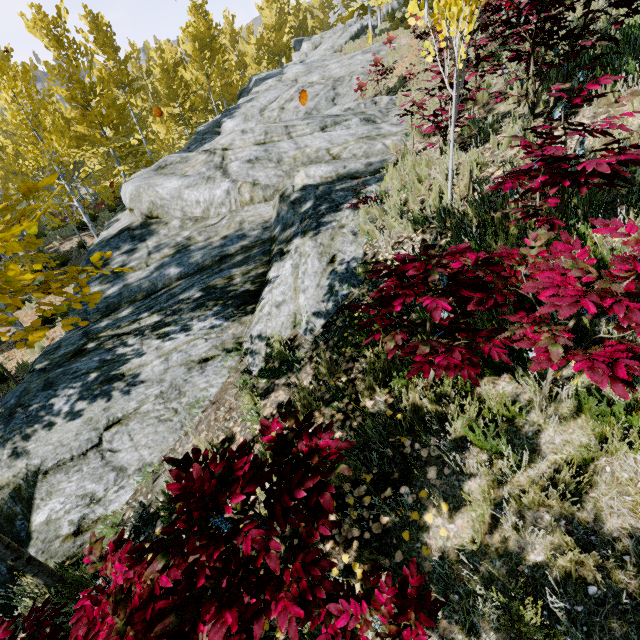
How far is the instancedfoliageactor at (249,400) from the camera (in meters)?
3.56

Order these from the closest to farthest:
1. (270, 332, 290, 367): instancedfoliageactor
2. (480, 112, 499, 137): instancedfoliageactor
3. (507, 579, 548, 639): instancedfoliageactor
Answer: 1. (507, 579, 548, 639): instancedfoliageactor
2. (270, 332, 290, 367): instancedfoliageactor
3. (480, 112, 499, 137): instancedfoliageactor

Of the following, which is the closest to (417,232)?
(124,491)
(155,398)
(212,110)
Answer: (155,398)

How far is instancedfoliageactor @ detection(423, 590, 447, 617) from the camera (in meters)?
1.58

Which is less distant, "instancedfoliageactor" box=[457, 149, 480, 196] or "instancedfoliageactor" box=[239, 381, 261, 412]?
"instancedfoliageactor" box=[239, 381, 261, 412]

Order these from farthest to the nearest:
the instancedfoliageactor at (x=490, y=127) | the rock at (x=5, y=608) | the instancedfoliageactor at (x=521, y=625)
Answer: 1. the instancedfoliageactor at (x=490, y=127)
2. the rock at (x=5, y=608)
3. the instancedfoliageactor at (x=521, y=625)
